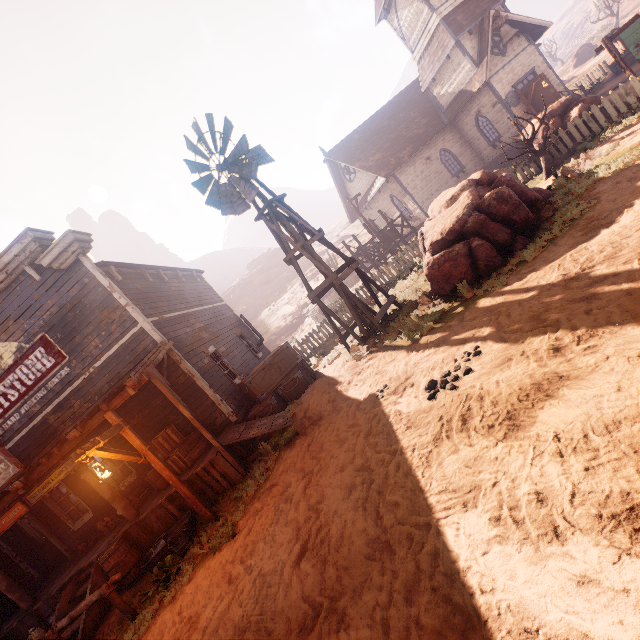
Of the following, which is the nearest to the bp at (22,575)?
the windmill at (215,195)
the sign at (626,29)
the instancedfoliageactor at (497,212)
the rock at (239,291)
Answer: the windmill at (215,195)

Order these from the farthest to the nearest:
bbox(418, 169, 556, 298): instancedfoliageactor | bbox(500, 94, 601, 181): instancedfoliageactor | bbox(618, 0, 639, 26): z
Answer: bbox(618, 0, 639, 26): z
bbox(500, 94, 601, 181): instancedfoliageactor
bbox(418, 169, 556, 298): instancedfoliageactor

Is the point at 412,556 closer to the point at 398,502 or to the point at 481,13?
the point at 398,502

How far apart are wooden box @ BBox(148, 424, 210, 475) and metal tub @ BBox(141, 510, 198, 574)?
1.1 meters

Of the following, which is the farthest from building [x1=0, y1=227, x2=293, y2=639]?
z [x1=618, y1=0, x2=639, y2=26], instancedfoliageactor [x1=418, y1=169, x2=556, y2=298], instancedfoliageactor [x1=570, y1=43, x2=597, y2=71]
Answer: instancedfoliageactor [x1=570, y1=43, x2=597, y2=71]

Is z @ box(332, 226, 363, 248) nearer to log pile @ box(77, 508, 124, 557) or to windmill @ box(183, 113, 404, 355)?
windmill @ box(183, 113, 404, 355)

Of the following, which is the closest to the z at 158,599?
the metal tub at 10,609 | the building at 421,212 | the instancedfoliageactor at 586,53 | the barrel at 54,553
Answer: the building at 421,212

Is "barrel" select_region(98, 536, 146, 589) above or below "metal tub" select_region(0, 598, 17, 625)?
below
